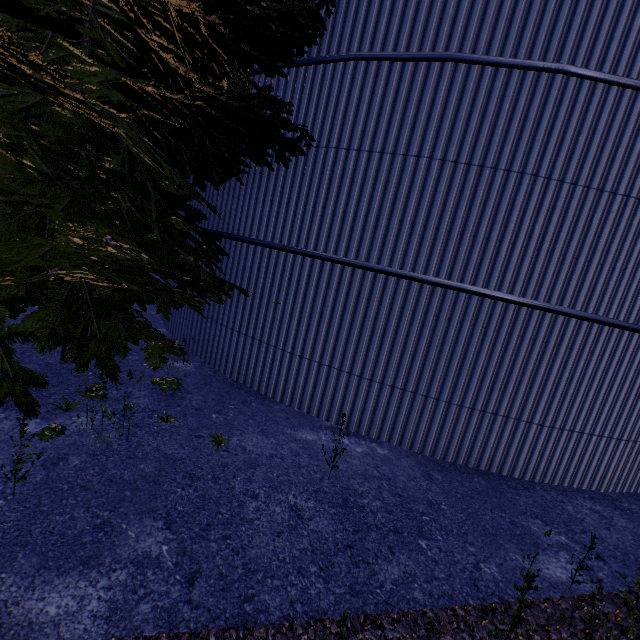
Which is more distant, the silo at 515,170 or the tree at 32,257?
the silo at 515,170

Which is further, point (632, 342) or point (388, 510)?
point (632, 342)

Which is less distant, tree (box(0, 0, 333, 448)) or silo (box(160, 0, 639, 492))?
tree (box(0, 0, 333, 448))
